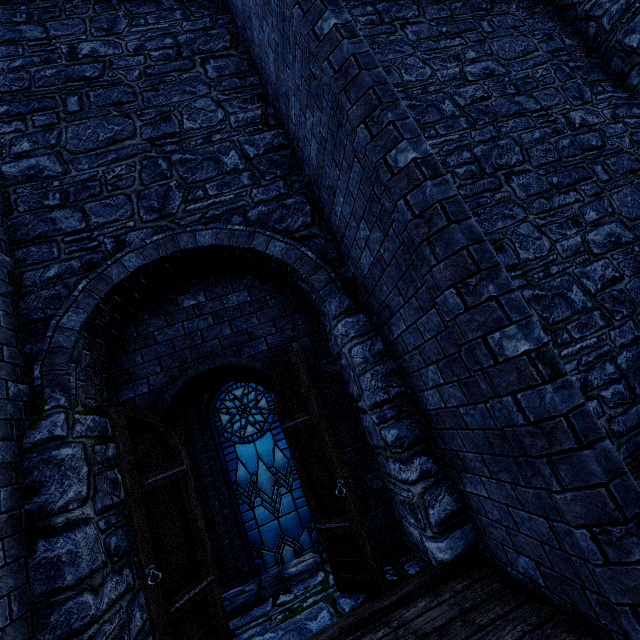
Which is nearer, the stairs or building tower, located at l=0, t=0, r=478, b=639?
building tower, located at l=0, t=0, r=478, b=639

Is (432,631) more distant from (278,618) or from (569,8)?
(569,8)

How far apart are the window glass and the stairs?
1.09m

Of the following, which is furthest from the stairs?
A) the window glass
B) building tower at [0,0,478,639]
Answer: the window glass

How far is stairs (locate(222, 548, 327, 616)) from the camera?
3.98m

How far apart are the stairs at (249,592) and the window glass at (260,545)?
1.09m

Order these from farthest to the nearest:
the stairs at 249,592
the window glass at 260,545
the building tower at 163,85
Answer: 1. the window glass at 260,545
2. the stairs at 249,592
3. the building tower at 163,85
